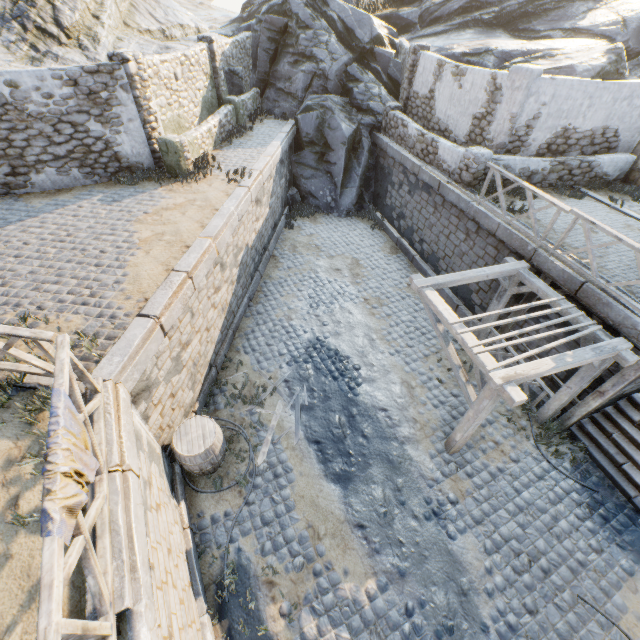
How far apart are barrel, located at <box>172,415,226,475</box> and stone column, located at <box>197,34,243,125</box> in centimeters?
1358cm

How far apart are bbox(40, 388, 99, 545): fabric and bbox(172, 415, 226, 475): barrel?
2.9m

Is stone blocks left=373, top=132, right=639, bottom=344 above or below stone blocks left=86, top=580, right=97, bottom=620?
below

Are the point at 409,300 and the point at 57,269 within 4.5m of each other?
no

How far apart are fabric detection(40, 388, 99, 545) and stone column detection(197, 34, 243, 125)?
14.80m

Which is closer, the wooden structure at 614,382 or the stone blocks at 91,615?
the stone blocks at 91,615

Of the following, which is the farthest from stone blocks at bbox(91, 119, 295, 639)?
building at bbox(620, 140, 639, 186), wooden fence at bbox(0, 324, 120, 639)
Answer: building at bbox(620, 140, 639, 186)

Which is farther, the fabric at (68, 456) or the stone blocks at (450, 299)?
the stone blocks at (450, 299)
